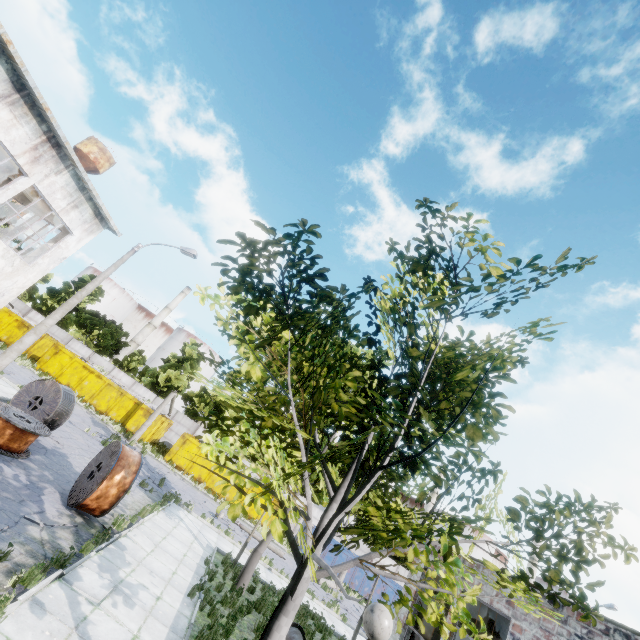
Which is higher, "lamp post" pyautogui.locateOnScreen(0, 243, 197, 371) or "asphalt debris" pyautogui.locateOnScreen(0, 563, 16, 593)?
"lamp post" pyautogui.locateOnScreen(0, 243, 197, 371)

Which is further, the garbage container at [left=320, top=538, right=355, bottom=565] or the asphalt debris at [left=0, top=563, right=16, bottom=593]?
the garbage container at [left=320, top=538, right=355, bottom=565]

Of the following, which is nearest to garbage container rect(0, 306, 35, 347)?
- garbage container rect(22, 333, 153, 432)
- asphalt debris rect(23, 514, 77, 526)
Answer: garbage container rect(22, 333, 153, 432)

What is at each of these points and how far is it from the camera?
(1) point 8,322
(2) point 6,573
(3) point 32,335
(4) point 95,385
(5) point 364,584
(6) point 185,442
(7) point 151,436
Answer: (1) garbage container, 28.6 meters
(2) asphalt debris, 5.8 meters
(3) lamp post, 13.2 meters
(4) garbage container, 28.2 meters
(5) garbage container, 27.0 meters
(6) garbage container, 28.0 meters
(7) garbage container, 28.8 meters

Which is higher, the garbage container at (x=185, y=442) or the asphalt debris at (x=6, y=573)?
the garbage container at (x=185, y=442)

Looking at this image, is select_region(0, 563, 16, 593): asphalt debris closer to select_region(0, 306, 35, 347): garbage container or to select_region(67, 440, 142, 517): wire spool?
select_region(67, 440, 142, 517): wire spool

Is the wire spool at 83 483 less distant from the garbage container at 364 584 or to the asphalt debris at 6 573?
the asphalt debris at 6 573

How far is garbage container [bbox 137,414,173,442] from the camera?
27.66m
